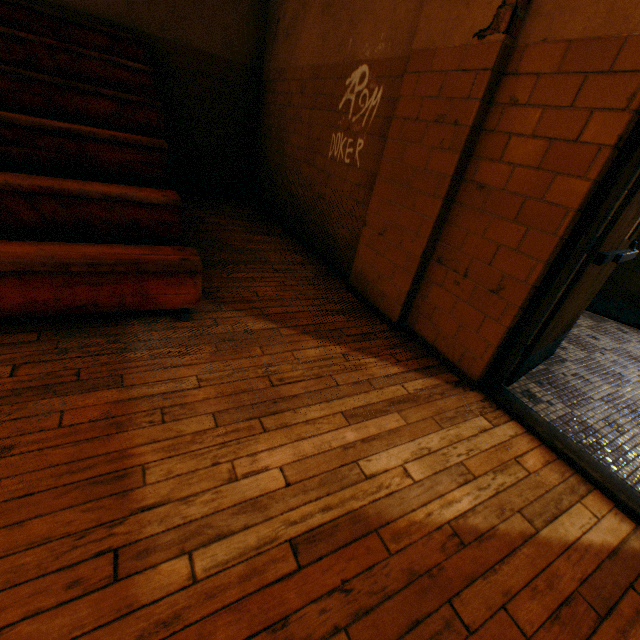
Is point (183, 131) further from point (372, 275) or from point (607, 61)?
point (607, 61)

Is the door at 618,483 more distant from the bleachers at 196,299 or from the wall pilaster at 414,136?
the bleachers at 196,299

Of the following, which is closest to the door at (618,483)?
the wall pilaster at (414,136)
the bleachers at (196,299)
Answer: the wall pilaster at (414,136)

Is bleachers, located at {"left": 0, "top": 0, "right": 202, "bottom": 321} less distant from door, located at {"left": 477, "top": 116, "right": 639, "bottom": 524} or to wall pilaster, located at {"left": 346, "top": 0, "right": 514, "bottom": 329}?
wall pilaster, located at {"left": 346, "top": 0, "right": 514, "bottom": 329}

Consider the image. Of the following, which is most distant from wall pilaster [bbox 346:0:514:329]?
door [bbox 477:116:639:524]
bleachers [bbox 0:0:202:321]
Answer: bleachers [bbox 0:0:202:321]
